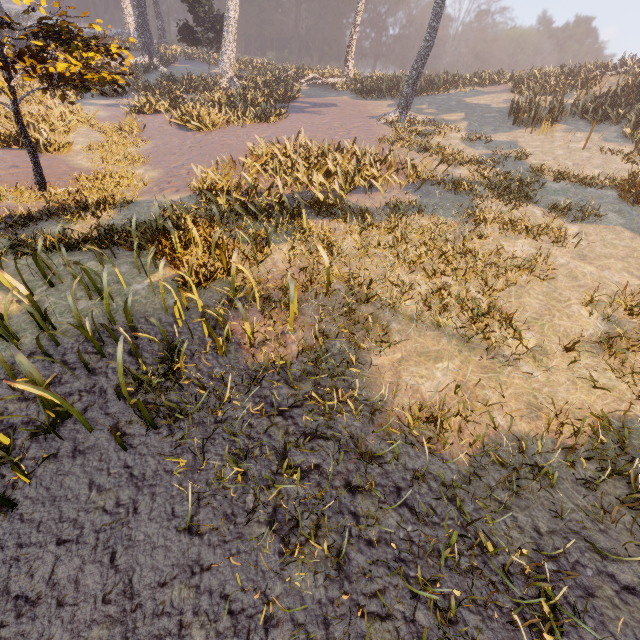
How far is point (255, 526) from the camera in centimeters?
325cm
